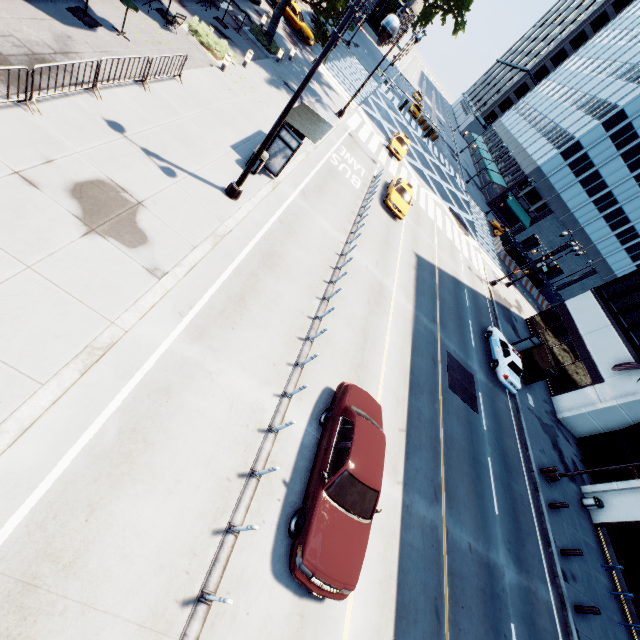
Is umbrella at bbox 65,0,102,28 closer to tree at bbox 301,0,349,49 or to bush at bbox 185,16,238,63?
tree at bbox 301,0,349,49

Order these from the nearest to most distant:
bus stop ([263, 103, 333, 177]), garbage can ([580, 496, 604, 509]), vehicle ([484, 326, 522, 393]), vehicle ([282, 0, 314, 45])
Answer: bus stop ([263, 103, 333, 177]), garbage can ([580, 496, 604, 509]), vehicle ([484, 326, 522, 393]), vehicle ([282, 0, 314, 45])

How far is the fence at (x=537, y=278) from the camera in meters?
43.5 m

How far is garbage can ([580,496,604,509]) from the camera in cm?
1948

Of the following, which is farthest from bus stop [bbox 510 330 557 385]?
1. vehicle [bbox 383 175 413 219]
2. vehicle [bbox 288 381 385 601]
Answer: vehicle [bbox 288 381 385 601]

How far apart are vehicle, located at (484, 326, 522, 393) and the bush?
23.1 meters

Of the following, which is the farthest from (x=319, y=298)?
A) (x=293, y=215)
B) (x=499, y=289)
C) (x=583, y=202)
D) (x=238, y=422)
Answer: (x=583, y=202)

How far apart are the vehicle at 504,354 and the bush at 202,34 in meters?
23.1 m
